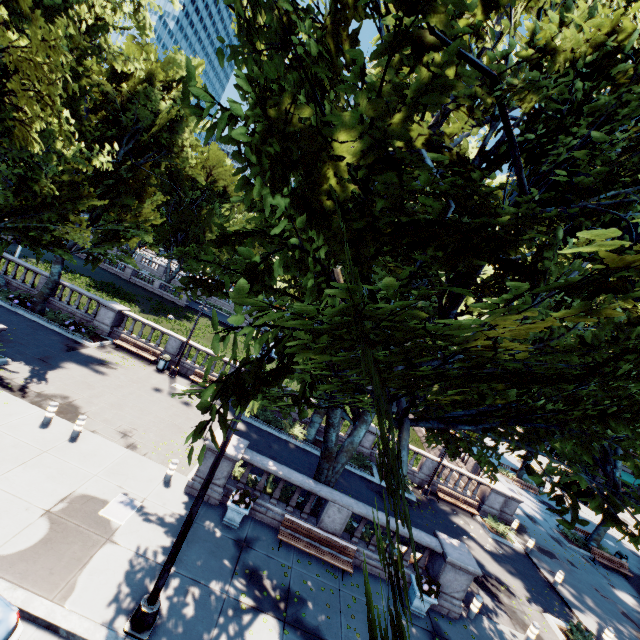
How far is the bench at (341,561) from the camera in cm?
1144

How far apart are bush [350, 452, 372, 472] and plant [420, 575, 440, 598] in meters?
8.5 m

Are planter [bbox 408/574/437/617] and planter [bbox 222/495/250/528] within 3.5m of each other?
no

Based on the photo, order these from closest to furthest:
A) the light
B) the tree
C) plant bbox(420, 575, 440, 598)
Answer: the tree
the light
plant bbox(420, 575, 440, 598)

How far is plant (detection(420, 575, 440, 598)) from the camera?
11.24m

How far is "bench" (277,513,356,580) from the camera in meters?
11.4

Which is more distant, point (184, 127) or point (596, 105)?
point (184, 127)

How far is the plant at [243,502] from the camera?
11.3 meters
